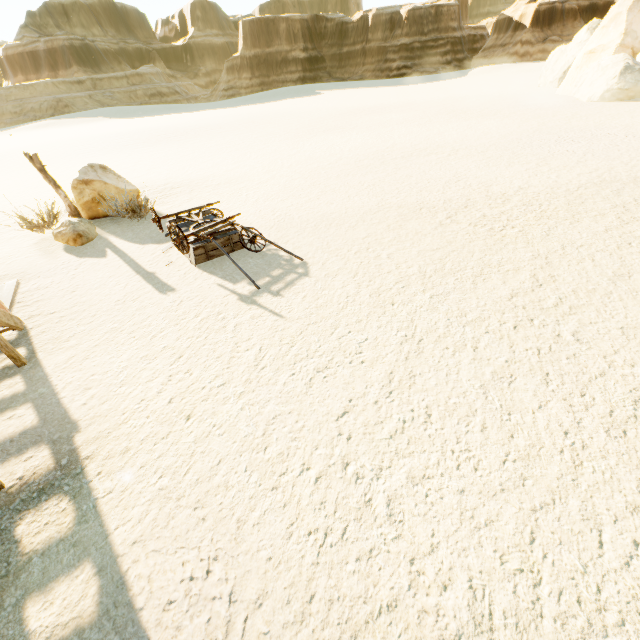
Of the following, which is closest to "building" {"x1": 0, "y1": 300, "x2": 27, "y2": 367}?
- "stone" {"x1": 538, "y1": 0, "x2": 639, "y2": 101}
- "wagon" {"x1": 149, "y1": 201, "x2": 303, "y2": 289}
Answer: "wagon" {"x1": 149, "y1": 201, "x2": 303, "y2": 289}

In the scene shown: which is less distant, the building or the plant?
the building

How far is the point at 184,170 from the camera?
17.0 meters

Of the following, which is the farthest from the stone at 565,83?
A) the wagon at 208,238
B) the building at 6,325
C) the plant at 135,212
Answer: the building at 6,325

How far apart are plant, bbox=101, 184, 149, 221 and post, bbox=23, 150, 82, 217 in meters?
1.2

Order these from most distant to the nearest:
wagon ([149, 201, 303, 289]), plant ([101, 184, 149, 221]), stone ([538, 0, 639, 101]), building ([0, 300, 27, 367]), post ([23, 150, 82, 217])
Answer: stone ([538, 0, 639, 101]) → plant ([101, 184, 149, 221]) → post ([23, 150, 82, 217]) → wagon ([149, 201, 303, 289]) → building ([0, 300, 27, 367])

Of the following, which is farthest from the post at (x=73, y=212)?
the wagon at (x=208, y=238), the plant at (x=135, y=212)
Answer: the wagon at (x=208, y=238)

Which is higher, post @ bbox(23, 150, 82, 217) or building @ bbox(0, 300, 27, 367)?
post @ bbox(23, 150, 82, 217)
